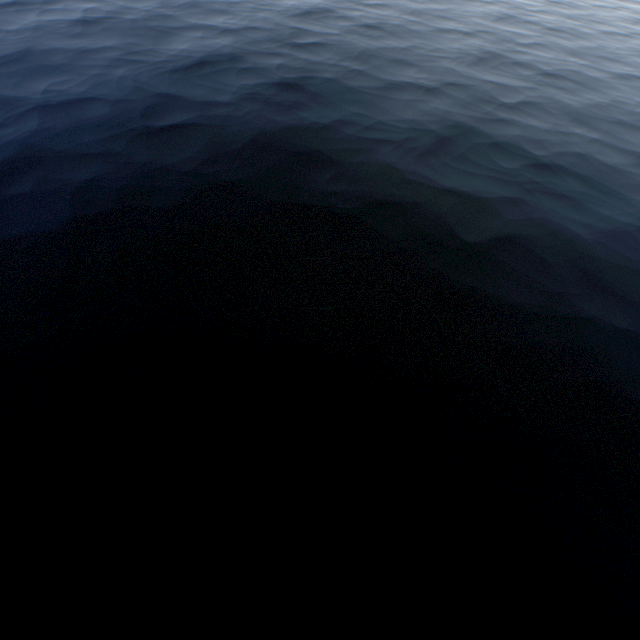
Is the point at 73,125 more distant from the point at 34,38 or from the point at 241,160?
the point at 34,38
